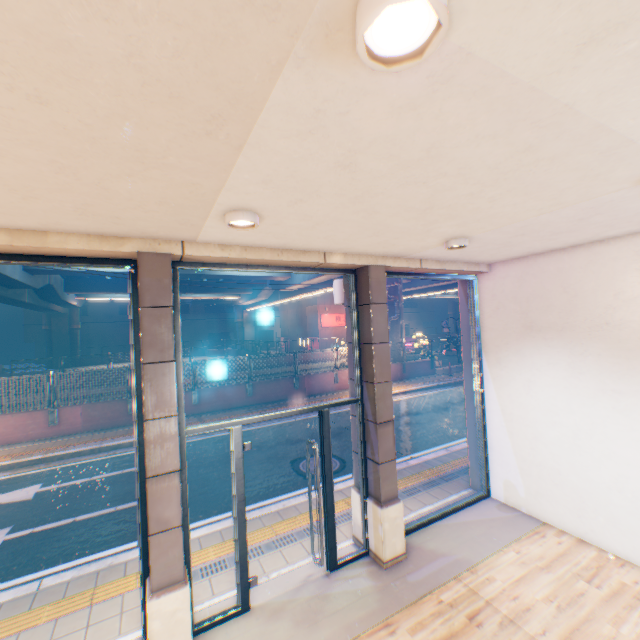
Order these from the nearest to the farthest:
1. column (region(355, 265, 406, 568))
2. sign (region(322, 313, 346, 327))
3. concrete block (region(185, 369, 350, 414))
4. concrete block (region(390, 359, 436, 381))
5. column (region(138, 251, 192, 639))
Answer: column (region(138, 251, 192, 639))
column (region(355, 265, 406, 568))
concrete block (region(185, 369, 350, 414))
concrete block (region(390, 359, 436, 381))
sign (region(322, 313, 346, 327))

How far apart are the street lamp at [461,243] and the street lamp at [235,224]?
2.5m

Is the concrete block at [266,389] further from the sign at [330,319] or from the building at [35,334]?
the building at [35,334]

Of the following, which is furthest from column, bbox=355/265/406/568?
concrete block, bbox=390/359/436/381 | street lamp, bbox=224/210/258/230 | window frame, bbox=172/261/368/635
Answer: concrete block, bbox=390/359/436/381

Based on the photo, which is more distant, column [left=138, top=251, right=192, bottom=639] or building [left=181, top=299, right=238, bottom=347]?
building [left=181, top=299, right=238, bottom=347]

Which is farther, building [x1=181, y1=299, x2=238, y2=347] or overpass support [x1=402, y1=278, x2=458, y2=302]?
building [x1=181, y1=299, x2=238, y2=347]

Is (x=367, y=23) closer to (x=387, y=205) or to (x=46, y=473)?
(x=387, y=205)

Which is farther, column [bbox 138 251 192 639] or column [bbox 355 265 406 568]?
column [bbox 355 265 406 568]
